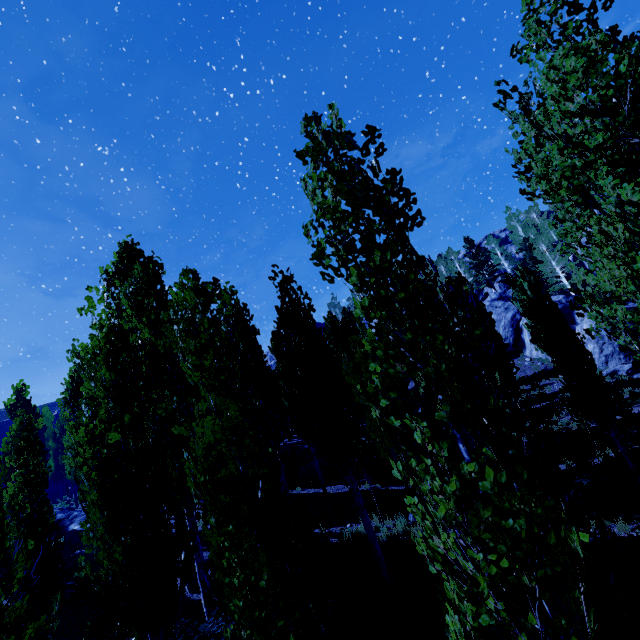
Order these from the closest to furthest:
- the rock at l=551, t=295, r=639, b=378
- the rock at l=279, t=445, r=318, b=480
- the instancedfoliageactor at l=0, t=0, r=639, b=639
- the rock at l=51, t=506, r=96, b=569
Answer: the instancedfoliageactor at l=0, t=0, r=639, b=639, the rock at l=51, t=506, r=96, b=569, the rock at l=279, t=445, r=318, b=480, the rock at l=551, t=295, r=639, b=378

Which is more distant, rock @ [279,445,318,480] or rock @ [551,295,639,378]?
rock @ [551,295,639,378]

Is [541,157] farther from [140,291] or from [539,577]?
[140,291]

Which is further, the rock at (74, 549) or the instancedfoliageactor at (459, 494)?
the rock at (74, 549)

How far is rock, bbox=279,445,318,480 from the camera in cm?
2130

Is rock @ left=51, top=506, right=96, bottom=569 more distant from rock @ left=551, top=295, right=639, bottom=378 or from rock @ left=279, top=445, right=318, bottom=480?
rock @ left=551, top=295, right=639, bottom=378

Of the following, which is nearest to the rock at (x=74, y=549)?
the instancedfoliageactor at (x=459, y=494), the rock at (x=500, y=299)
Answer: the instancedfoliageactor at (x=459, y=494)

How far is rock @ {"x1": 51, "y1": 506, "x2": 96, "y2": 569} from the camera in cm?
1702
